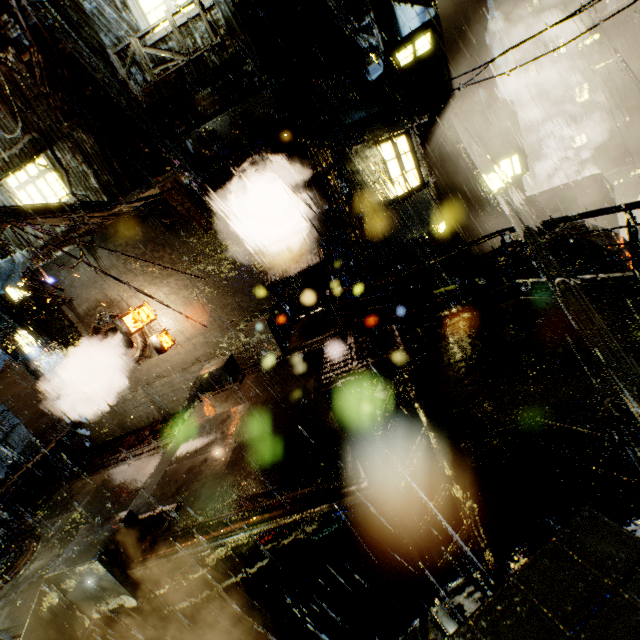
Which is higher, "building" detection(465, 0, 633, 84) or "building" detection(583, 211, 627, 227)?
"building" detection(465, 0, 633, 84)

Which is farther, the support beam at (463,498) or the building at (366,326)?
the building at (366,326)

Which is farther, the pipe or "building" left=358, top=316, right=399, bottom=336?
the pipe

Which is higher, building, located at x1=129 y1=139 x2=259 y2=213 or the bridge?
building, located at x1=129 y1=139 x2=259 y2=213

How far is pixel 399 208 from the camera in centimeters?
1303cm

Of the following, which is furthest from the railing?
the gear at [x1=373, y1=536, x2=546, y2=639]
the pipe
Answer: the pipe

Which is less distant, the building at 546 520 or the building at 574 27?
the building at 546 520

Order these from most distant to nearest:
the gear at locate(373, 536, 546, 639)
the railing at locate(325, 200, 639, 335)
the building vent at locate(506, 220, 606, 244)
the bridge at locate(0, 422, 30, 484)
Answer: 1. the bridge at locate(0, 422, 30, 484)
2. the building vent at locate(506, 220, 606, 244)
3. the railing at locate(325, 200, 639, 335)
4. the gear at locate(373, 536, 546, 639)
